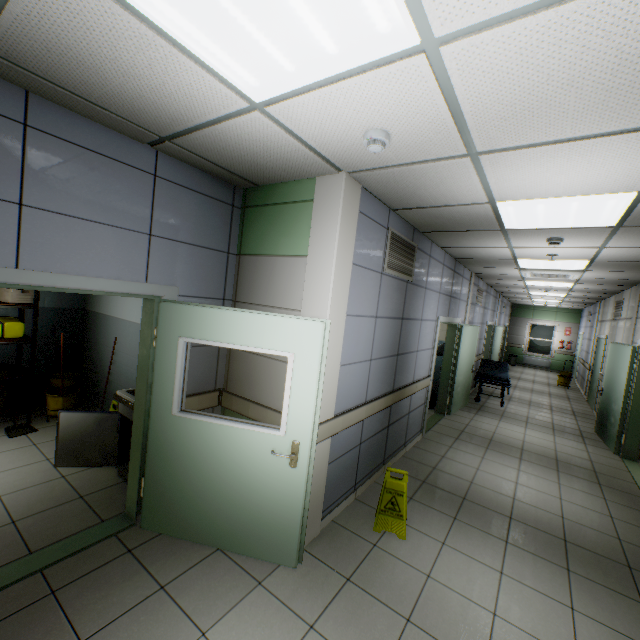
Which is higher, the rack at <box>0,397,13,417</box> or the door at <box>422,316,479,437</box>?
the door at <box>422,316,479,437</box>

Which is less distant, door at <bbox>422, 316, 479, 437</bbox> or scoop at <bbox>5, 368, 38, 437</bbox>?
scoop at <bbox>5, 368, 38, 437</bbox>

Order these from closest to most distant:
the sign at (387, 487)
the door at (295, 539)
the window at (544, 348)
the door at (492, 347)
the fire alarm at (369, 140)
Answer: the fire alarm at (369, 140)
the door at (295, 539)
the sign at (387, 487)
the door at (492, 347)
the window at (544, 348)

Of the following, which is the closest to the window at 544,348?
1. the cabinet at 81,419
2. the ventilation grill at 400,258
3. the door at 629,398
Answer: the door at 629,398

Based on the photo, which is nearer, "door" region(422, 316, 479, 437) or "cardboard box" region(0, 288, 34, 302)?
"cardboard box" region(0, 288, 34, 302)

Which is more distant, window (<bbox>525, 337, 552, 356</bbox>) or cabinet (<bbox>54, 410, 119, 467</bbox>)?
window (<bbox>525, 337, 552, 356</bbox>)

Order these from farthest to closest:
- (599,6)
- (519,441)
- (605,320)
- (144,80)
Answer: (605,320), (519,441), (144,80), (599,6)

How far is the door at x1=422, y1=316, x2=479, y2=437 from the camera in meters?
5.8
